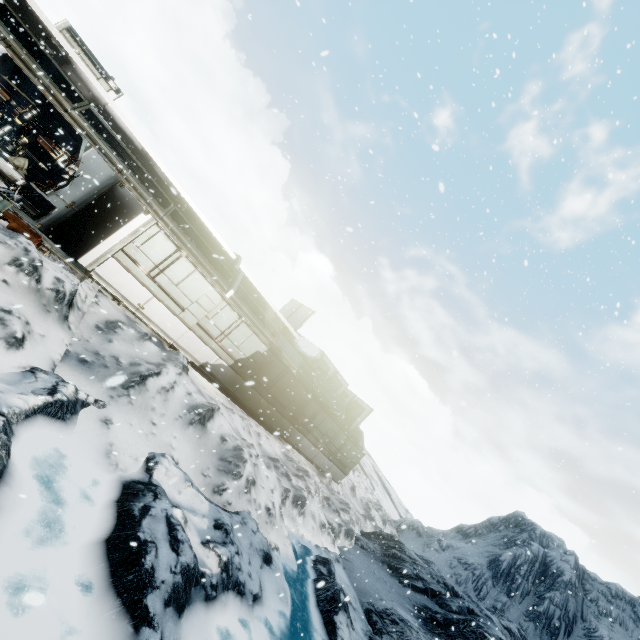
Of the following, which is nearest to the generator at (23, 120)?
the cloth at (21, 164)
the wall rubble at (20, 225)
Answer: the cloth at (21, 164)

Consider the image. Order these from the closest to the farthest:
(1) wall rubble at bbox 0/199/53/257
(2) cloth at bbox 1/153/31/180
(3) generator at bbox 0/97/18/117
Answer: (1) wall rubble at bbox 0/199/53/257 < (3) generator at bbox 0/97/18/117 < (2) cloth at bbox 1/153/31/180

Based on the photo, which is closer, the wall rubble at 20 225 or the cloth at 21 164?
the wall rubble at 20 225

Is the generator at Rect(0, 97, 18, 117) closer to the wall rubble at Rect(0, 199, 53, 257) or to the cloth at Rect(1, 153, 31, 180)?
the cloth at Rect(1, 153, 31, 180)

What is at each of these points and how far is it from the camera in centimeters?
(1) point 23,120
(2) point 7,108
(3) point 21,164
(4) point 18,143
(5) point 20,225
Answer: (1) generator, 1327cm
(2) generator, 1288cm
(3) cloth, 1410cm
(4) generator, 1334cm
(5) wall rubble, 848cm

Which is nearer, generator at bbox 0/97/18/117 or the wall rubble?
the wall rubble
